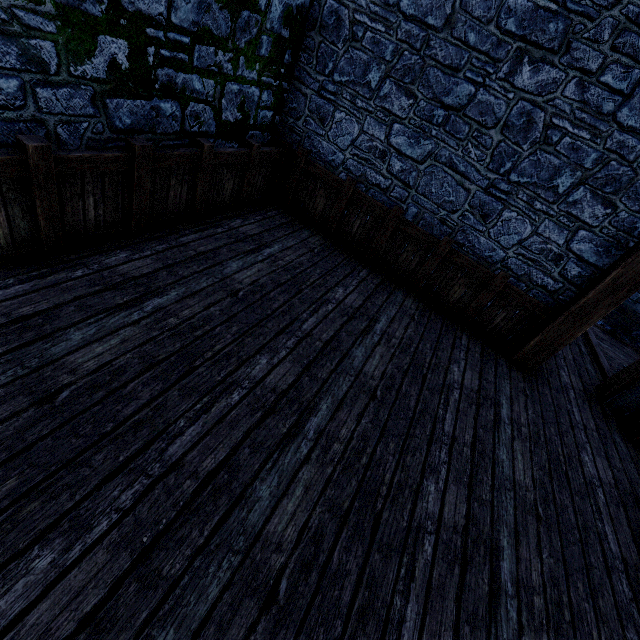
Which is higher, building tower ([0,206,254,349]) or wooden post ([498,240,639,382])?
wooden post ([498,240,639,382])

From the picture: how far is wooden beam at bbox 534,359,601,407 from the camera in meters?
5.4

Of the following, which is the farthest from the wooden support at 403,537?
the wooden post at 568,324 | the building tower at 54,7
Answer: the wooden post at 568,324

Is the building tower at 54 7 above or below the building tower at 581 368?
above

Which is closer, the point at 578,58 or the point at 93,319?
the point at 93,319

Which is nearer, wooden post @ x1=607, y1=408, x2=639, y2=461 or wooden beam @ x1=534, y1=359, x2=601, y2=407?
wooden post @ x1=607, y1=408, x2=639, y2=461

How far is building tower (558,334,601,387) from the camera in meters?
6.1 m

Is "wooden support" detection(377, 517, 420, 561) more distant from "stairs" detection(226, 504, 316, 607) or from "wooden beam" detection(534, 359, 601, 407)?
"wooden beam" detection(534, 359, 601, 407)
